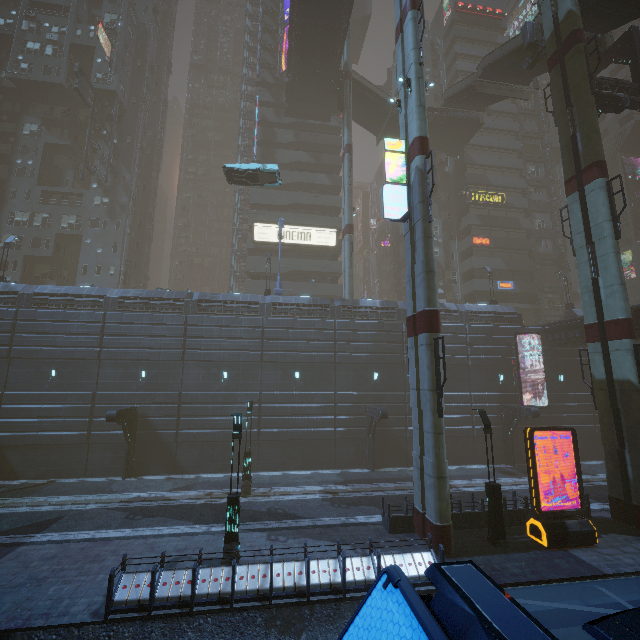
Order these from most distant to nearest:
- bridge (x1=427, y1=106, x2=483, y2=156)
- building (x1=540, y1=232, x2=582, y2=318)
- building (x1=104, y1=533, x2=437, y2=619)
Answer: bridge (x1=427, y1=106, x2=483, y2=156), building (x1=540, y1=232, x2=582, y2=318), building (x1=104, y1=533, x2=437, y2=619)

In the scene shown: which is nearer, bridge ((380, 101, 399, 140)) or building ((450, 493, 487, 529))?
building ((450, 493, 487, 529))

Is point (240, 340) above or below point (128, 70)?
below

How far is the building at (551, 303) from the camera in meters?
33.0

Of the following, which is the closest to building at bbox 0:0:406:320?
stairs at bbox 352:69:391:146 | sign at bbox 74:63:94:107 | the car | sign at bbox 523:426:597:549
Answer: sign at bbox 74:63:94:107

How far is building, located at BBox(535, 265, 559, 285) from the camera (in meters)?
47.47

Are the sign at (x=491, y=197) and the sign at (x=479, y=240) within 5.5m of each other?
yes
